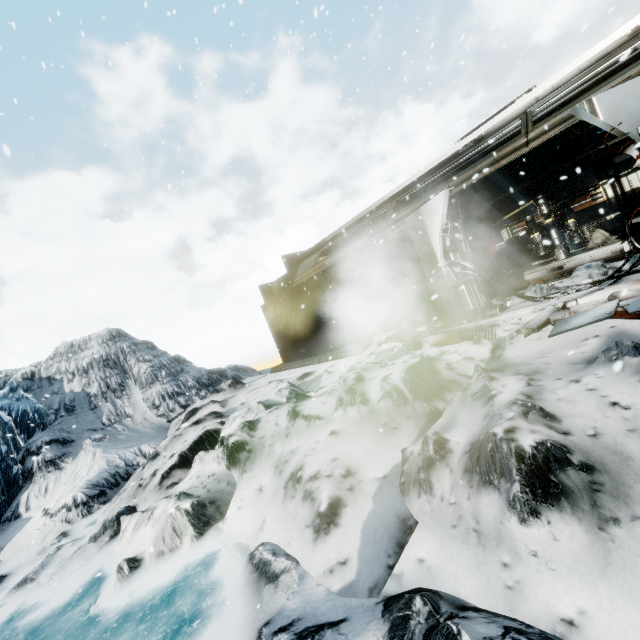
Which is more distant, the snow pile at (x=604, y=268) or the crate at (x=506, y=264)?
the crate at (x=506, y=264)

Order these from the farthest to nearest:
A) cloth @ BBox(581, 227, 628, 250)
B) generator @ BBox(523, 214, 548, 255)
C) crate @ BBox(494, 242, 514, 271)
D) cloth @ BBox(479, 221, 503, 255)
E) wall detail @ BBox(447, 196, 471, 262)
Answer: cloth @ BBox(479, 221, 503, 255), crate @ BBox(494, 242, 514, 271), generator @ BBox(523, 214, 548, 255), cloth @ BBox(581, 227, 628, 250), wall detail @ BBox(447, 196, 471, 262)

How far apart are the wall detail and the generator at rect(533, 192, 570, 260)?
6.0m

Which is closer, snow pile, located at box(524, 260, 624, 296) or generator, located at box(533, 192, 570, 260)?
snow pile, located at box(524, 260, 624, 296)

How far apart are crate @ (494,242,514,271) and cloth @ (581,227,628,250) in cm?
304

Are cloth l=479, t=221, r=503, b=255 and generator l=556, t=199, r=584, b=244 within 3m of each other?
no

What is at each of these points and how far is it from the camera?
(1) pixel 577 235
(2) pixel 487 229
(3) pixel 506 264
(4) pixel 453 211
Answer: (1) generator, 11.0m
(2) cloth, 15.9m
(3) crate, 15.0m
(4) wall detail, 7.3m

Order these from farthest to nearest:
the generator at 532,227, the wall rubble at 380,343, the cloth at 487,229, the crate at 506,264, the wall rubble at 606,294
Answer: the cloth at 487,229
the crate at 506,264
the generator at 532,227
the wall rubble at 380,343
the wall rubble at 606,294
